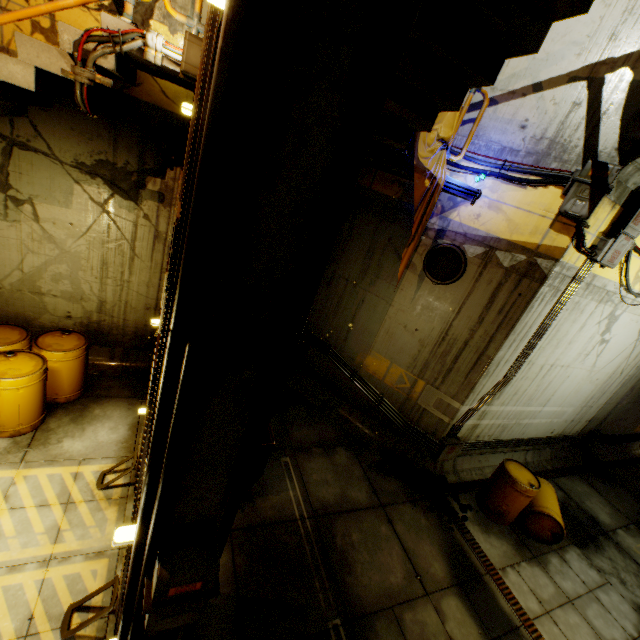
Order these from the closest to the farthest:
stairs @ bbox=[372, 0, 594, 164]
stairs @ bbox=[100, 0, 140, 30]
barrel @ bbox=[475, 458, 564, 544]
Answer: stairs @ bbox=[372, 0, 594, 164]
stairs @ bbox=[100, 0, 140, 30]
barrel @ bbox=[475, 458, 564, 544]

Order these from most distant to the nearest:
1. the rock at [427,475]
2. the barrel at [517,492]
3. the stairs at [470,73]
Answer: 1. the rock at [427,475]
2. the barrel at [517,492]
3. the stairs at [470,73]

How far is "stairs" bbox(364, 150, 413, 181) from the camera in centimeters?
501cm

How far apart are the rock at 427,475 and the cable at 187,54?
7.79m

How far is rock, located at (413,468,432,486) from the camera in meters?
7.2

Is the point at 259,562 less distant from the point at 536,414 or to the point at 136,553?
the point at 136,553

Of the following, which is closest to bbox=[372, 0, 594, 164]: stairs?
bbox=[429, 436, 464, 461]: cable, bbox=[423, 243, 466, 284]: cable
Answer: bbox=[423, 243, 466, 284]: cable

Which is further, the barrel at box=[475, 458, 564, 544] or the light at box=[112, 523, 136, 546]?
the barrel at box=[475, 458, 564, 544]
